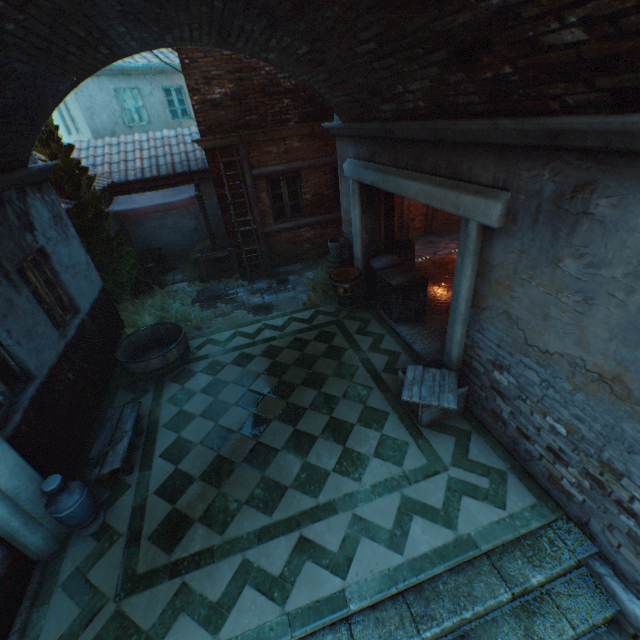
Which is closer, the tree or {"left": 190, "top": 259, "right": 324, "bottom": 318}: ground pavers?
the tree

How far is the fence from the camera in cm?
982

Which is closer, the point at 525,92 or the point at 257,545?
the point at 525,92

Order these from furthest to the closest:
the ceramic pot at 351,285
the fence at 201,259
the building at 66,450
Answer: the fence at 201,259
the ceramic pot at 351,285
the building at 66,450

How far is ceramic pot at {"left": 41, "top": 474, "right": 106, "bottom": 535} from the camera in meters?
3.7

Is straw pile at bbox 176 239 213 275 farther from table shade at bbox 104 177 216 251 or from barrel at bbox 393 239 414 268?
barrel at bbox 393 239 414 268

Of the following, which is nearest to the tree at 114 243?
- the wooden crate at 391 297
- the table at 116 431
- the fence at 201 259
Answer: the fence at 201 259

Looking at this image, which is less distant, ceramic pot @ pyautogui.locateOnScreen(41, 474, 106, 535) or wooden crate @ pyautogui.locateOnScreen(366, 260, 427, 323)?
ceramic pot @ pyautogui.locateOnScreen(41, 474, 106, 535)
